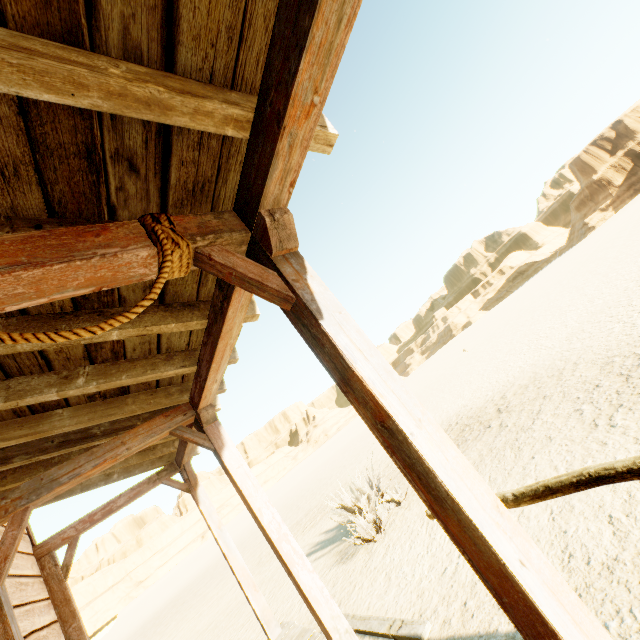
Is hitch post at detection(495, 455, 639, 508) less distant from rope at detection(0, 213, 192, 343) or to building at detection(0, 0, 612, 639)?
building at detection(0, 0, 612, 639)

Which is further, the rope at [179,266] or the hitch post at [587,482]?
the hitch post at [587,482]

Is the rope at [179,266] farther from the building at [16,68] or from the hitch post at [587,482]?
the hitch post at [587,482]

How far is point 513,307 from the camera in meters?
38.9

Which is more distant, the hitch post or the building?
the hitch post

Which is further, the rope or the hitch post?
the hitch post

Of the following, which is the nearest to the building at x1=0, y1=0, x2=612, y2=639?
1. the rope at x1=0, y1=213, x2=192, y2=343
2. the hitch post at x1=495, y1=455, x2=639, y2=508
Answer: the rope at x1=0, y1=213, x2=192, y2=343
